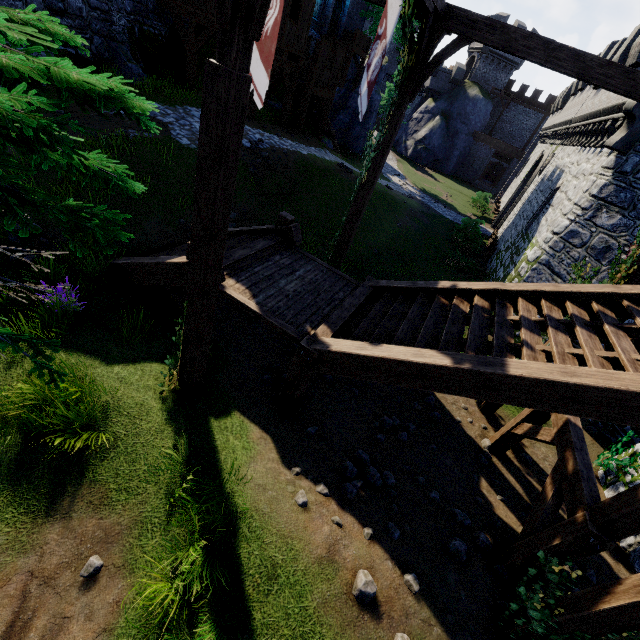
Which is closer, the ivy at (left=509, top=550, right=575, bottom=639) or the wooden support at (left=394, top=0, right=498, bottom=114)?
the ivy at (left=509, top=550, right=575, bottom=639)

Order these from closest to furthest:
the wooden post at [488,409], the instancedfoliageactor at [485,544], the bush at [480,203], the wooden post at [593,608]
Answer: the wooden post at [593,608], the instancedfoliageactor at [485,544], the wooden post at [488,409], the bush at [480,203]

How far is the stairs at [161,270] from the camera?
6.2m

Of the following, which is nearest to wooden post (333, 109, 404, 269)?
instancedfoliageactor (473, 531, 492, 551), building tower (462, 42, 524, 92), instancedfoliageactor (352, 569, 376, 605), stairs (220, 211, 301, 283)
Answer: stairs (220, 211, 301, 283)

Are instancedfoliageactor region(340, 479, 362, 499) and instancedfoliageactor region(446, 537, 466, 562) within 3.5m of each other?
yes

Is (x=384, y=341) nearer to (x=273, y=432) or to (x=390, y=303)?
(x=390, y=303)

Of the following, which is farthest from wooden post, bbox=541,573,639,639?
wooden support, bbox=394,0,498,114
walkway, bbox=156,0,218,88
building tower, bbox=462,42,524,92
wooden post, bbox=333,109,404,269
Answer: building tower, bbox=462,42,524,92

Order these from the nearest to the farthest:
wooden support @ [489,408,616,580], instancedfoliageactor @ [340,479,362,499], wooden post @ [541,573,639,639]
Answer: wooden post @ [541,573,639,639]
wooden support @ [489,408,616,580]
instancedfoliageactor @ [340,479,362,499]
